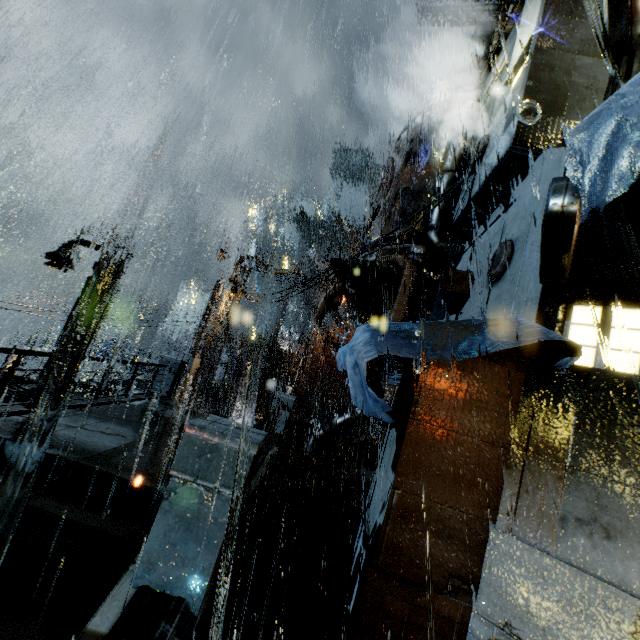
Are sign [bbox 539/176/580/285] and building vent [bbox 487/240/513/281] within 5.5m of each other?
yes

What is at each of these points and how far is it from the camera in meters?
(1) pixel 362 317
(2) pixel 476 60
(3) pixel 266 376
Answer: (1) pipe, 16.2
(2) pipe, 20.2
(3) building, 45.0

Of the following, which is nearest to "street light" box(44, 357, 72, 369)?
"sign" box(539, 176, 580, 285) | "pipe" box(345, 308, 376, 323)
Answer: "pipe" box(345, 308, 376, 323)

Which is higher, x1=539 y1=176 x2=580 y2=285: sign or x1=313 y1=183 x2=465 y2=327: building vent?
x1=313 y1=183 x2=465 y2=327: building vent

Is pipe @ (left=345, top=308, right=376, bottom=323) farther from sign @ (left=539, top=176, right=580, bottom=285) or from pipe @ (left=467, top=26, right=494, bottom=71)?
pipe @ (left=467, top=26, right=494, bottom=71)

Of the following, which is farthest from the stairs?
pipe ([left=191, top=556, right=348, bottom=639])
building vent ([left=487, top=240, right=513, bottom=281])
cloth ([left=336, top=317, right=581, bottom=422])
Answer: building vent ([left=487, top=240, right=513, bottom=281])

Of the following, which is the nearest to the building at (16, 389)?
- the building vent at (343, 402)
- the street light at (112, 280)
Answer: the street light at (112, 280)

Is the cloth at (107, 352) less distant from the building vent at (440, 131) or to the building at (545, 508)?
the building at (545, 508)
